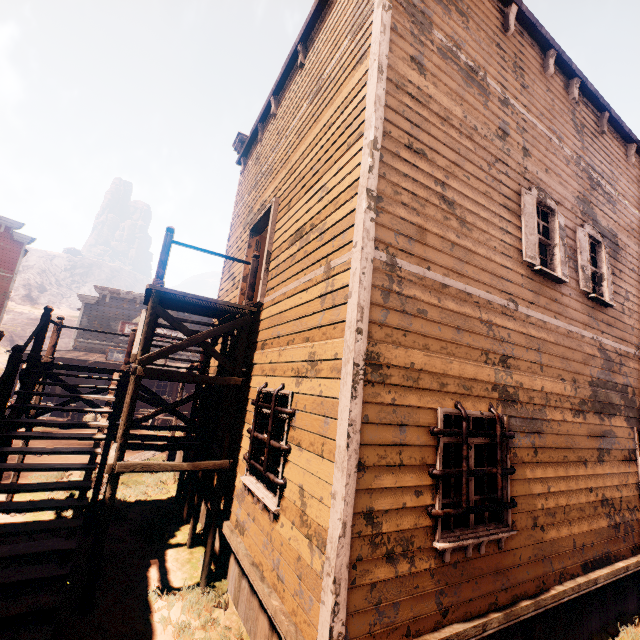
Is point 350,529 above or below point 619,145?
below

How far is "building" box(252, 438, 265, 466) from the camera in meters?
5.1 m

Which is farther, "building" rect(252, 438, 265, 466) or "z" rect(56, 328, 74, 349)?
"z" rect(56, 328, 74, 349)

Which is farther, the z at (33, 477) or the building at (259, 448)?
the z at (33, 477)

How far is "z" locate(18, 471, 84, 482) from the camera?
9.09m

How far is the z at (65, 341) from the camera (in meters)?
51.72
